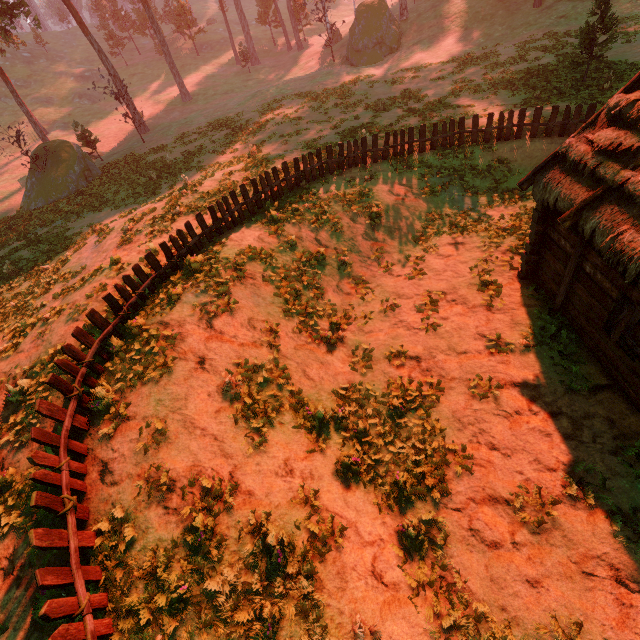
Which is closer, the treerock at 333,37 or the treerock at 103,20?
the treerock at 333,37

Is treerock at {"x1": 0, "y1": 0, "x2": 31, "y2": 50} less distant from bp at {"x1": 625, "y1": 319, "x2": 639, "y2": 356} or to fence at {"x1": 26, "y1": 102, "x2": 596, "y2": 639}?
fence at {"x1": 26, "y1": 102, "x2": 596, "y2": 639}

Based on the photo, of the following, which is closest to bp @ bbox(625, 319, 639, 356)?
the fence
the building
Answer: the building

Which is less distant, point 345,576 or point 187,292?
point 345,576

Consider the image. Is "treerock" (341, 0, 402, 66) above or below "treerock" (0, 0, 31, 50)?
below

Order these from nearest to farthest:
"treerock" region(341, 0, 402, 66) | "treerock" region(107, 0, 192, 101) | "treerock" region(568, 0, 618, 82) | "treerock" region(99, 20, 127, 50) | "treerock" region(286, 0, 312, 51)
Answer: "treerock" region(568, 0, 618, 82), "treerock" region(341, 0, 402, 66), "treerock" region(107, 0, 192, 101), "treerock" region(286, 0, 312, 51), "treerock" region(99, 20, 127, 50)

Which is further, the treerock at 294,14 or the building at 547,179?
the treerock at 294,14

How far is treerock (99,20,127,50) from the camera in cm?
5329
